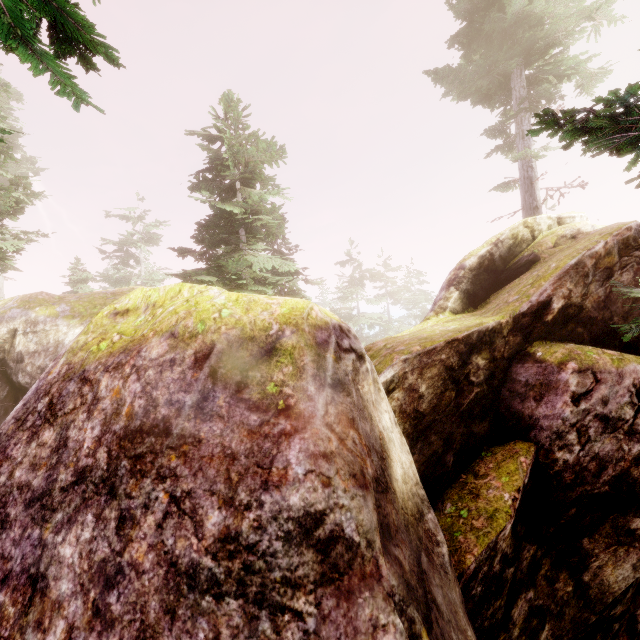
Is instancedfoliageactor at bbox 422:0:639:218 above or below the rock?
above

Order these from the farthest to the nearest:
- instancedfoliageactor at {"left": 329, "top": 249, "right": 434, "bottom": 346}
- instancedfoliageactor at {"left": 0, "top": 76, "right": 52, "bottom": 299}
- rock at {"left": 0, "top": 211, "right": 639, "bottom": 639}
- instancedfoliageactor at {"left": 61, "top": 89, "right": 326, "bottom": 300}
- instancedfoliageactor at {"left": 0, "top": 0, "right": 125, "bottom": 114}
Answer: instancedfoliageactor at {"left": 329, "top": 249, "right": 434, "bottom": 346} → instancedfoliageactor at {"left": 0, "top": 76, "right": 52, "bottom": 299} → instancedfoliageactor at {"left": 61, "top": 89, "right": 326, "bottom": 300} → rock at {"left": 0, "top": 211, "right": 639, "bottom": 639} → instancedfoliageactor at {"left": 0, "top": 0, "right": 125, "bottom": 114}

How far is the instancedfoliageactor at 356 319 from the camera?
37.4 meters

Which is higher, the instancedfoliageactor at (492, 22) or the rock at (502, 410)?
the instancedfoliageactor at (492, 22)

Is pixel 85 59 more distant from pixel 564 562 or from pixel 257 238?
pixel 257 238

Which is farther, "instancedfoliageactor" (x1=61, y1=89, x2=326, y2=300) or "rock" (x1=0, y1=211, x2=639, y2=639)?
"instancedfoliageactor" (x1=61, y1=89, x2=326, y2=300)
